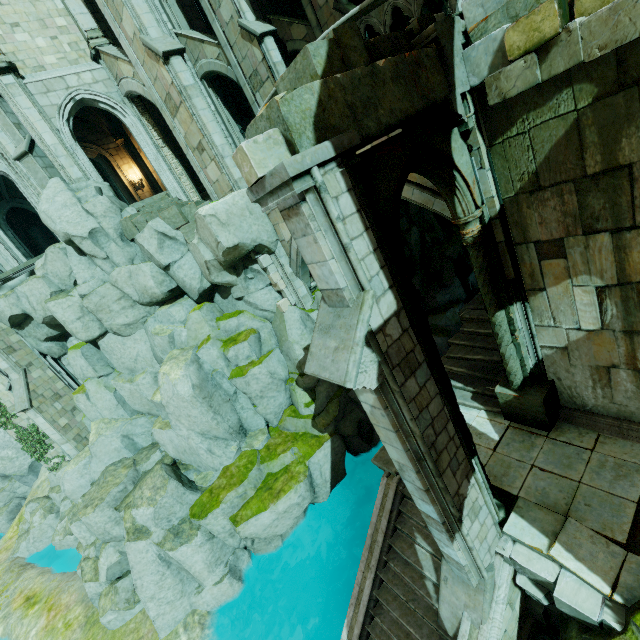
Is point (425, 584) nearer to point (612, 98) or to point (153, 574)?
point (612, 98)

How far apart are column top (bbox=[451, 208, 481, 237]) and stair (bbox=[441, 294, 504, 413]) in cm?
430

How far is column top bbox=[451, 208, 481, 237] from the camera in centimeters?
568cm

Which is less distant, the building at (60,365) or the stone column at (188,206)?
the stone column at (188,206)

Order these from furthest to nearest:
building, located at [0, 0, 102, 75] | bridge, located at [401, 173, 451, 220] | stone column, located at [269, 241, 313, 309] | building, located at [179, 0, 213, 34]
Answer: building, located at [179, 0, 213, 34] < stone column, located at [269, 241, 313, 309] < building, located at [0, 0, 102, 75] < bridge, located at [401, 173, 451, 220]

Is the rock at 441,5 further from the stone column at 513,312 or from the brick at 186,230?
the brick at 186,230

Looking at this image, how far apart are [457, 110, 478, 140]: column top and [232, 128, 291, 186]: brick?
3.3m

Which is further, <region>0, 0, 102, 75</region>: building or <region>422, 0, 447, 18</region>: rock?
<region>422, 0, 447, 18</region>: rock
